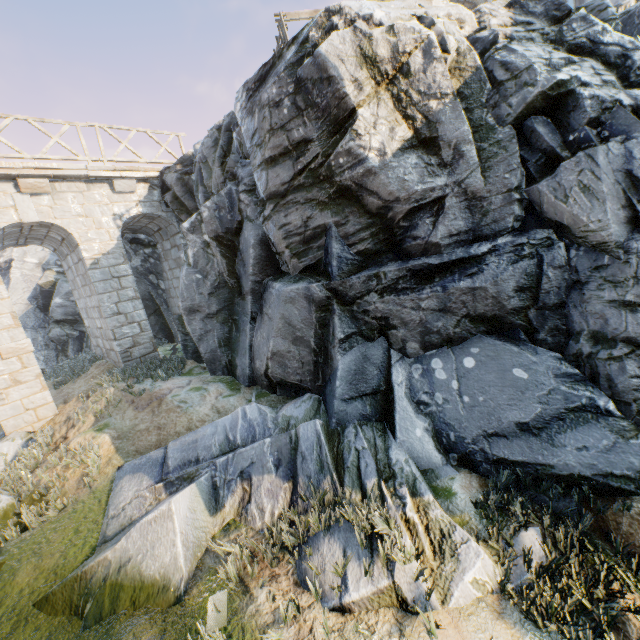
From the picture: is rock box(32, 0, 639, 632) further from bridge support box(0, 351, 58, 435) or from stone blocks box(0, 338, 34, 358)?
stone blocks box(0, 338, 34, 358)

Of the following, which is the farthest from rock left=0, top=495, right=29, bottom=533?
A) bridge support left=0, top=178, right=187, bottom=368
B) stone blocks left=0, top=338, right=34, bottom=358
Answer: stone blocks left=0, top=338, right=34, bottom=358

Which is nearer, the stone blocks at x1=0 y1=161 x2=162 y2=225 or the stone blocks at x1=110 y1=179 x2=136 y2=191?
the stone blocks at x1=0 y1=161 x2=162 y2=225

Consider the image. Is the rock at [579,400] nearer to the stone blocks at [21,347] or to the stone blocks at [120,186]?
the stone blocks at [120,186]

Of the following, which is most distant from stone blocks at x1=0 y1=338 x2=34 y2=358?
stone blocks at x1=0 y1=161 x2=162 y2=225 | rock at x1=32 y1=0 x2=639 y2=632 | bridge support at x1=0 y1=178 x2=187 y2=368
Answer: stone blocks at x1=0 y1=161 x2=162 y2=225

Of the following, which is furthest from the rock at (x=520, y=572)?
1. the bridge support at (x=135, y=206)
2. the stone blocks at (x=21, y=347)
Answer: the stone blocks at (x=21, y=347)

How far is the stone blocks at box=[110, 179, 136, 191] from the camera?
9.88m

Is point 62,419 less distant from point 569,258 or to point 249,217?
point 249,217
